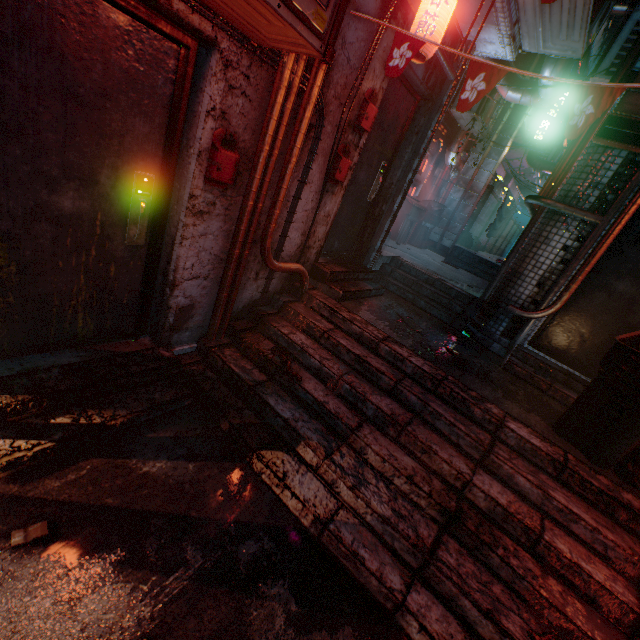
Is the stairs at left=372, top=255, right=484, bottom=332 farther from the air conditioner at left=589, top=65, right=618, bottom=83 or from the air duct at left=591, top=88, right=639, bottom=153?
the air conditioner at left=589, top=65, right=618, bottom=83

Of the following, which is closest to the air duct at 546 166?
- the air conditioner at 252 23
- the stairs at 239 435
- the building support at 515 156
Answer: the building support at 515 156

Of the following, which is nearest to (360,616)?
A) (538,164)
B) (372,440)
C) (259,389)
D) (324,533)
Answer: (324,533)

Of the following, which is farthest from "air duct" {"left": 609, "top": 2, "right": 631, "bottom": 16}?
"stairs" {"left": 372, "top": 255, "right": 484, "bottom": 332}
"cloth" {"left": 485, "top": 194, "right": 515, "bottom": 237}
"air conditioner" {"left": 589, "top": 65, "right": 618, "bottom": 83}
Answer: "stairs" {"left": 372, "top": 255, "right": 484, "bottom": 332}

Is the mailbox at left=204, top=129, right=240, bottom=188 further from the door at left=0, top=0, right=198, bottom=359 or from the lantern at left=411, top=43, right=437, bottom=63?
the lantern at left=411, top=43, right=437, bottom=63

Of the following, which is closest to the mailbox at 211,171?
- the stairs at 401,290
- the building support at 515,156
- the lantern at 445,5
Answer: the lantern at 445,5

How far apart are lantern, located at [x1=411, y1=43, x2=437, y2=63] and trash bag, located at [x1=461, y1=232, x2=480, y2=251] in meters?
8.1 m

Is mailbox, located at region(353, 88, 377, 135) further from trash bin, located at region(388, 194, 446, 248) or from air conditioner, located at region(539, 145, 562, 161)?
air conditioner, located at region(539, 145, 562, 161)
